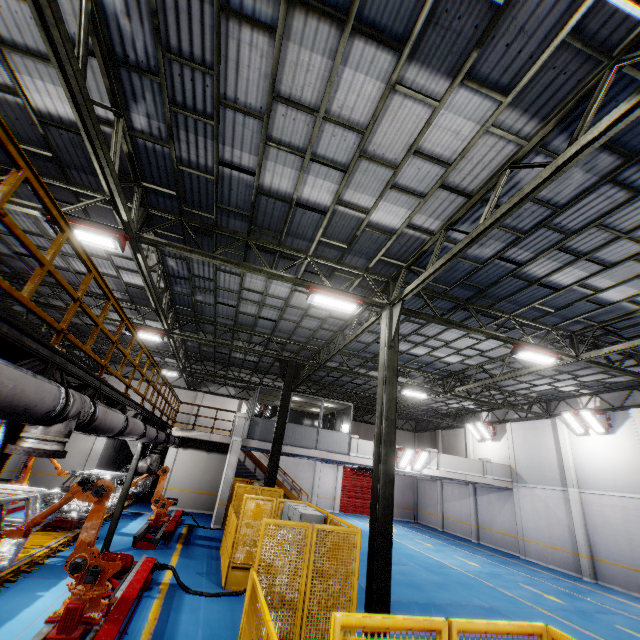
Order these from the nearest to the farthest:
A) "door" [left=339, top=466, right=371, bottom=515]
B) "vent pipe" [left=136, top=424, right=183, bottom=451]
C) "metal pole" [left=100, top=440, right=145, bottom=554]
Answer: "vent pipe" [left=136, top=424, right=183, bottom=451] < "metal pole" [left=100, top=440, right=145, bottom=554] < "door" [left=339, top=466, right=371, bottom=515]

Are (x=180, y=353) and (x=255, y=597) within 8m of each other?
no

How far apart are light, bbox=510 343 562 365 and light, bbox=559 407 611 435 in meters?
8.6 m

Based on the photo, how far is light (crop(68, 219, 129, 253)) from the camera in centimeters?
786cm

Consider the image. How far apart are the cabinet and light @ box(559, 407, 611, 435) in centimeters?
1630cm

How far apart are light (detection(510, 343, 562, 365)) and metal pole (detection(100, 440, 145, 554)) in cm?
1290

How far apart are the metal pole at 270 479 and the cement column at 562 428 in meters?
15.6 m

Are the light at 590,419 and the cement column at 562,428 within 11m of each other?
yes
